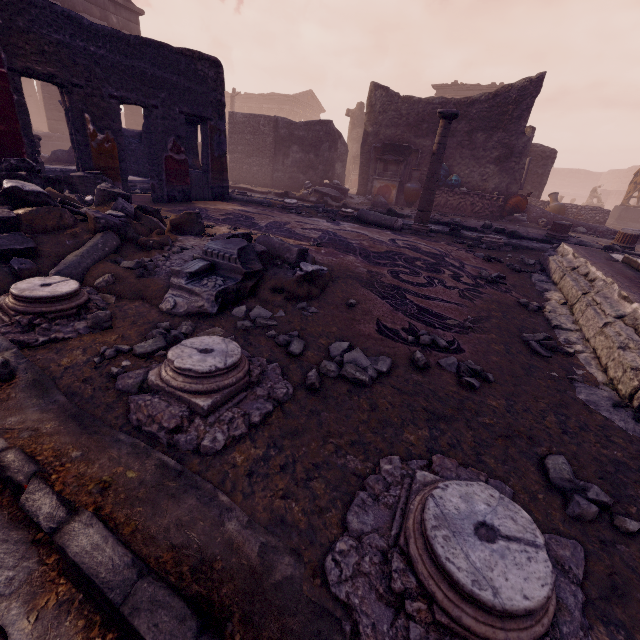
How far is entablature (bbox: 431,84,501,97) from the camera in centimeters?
2384cm

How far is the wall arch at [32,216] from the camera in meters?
2.7

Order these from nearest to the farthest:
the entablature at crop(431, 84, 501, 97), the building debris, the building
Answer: the building debris
the entablature at crop(431, 84, 501, 97)
the building

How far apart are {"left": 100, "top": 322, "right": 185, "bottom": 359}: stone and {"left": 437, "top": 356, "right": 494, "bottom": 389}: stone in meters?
1.5 m

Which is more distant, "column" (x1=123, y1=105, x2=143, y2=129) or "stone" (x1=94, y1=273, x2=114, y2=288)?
"column" (x1=123, y1=105, x2=143, y2=129)

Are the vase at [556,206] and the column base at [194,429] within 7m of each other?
no

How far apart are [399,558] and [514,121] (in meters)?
13.69

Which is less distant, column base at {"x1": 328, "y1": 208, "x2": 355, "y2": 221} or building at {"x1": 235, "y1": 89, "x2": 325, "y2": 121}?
column base at {"x1": 328, "y1": 208, "x2": 355, "y2": 221}
